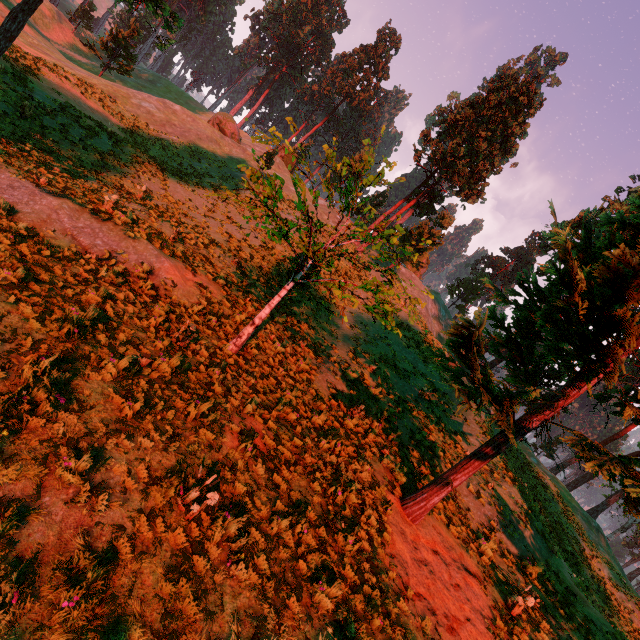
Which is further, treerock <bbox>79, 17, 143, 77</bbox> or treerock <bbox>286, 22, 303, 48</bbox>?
treerock <bbox>286, 22, 303, 48</bbox>

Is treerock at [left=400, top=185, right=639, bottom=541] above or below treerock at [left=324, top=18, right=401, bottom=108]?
below

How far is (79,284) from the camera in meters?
8.6

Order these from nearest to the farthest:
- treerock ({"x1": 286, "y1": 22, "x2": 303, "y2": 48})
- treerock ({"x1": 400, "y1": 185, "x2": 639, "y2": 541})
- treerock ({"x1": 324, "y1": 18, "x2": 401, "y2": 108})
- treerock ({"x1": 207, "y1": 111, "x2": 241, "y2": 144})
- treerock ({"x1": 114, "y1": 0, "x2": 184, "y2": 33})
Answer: treerock ({"x1": 400, "y1": 185, "x2": 639, "y2": 541})
treerock ({"x1": 114, "y1": 0, "x2": 184, "y2": 33})
treerock ({"x1": 207, "y1": 111, "x2": 241, "y2": 144})
treerock ({"x1": 324, "y1": 18, "x2": 401, "y2": 108})
treerock ({"x1": 286, "y1": 22, "x2": 303, "y2": 48})

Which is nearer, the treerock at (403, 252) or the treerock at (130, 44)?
the treerock at (403, 252)

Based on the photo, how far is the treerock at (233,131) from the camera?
41.1 meters
